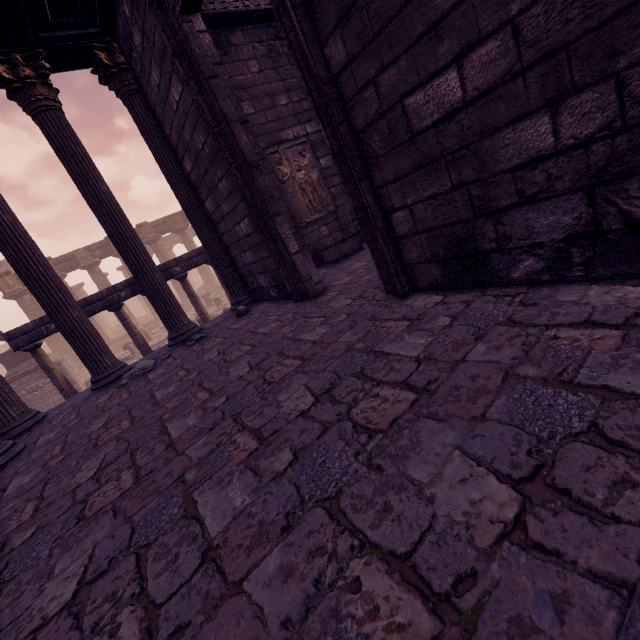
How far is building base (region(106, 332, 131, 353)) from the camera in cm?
2302

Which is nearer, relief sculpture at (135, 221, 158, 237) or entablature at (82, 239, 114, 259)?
entablature at (82, 239, 114, 259)

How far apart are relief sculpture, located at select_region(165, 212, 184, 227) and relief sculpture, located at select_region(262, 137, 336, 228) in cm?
2117

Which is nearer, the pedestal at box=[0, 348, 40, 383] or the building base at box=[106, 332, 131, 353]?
the pedestal at box=[0, 348, 40, 383]

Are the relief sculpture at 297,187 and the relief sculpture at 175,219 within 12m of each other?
no

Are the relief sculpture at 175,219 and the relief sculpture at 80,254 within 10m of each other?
yes

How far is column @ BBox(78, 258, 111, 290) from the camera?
22.2m

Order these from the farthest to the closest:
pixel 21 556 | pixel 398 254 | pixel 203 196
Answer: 1. pixel 203 196
2. pixel 398 254
3. pixel 21 556
